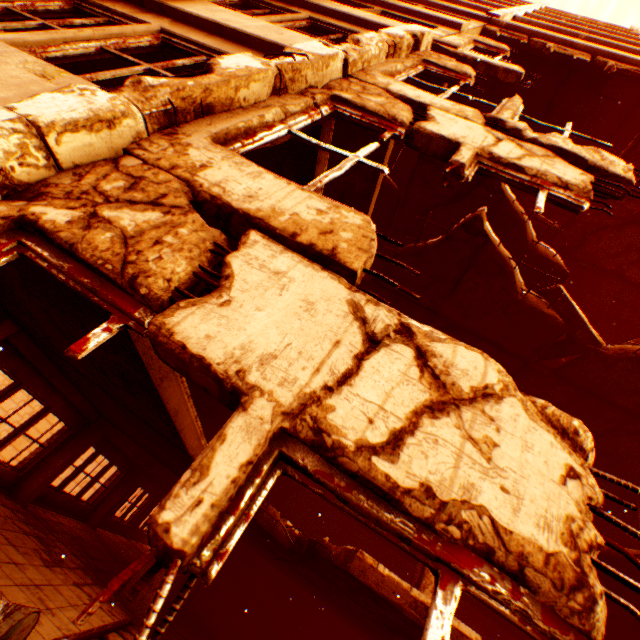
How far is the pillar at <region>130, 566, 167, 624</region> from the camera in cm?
752

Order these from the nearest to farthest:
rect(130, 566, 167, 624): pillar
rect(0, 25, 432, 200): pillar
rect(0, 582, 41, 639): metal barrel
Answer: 1. rect(0, 25, 432, 200): pillar
2. rect(0, 582, 41, 639): metal barrel
3. rect(130, 566, 167, 624): pillar

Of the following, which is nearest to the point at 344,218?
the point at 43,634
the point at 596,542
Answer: the point at 596,542

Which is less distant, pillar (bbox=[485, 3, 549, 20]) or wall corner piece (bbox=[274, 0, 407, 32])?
wall corner piece (bbox=[274, 0, 407, 32])

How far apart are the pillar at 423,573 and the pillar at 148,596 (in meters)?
4.99

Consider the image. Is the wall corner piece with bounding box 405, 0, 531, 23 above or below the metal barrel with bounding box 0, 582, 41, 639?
above

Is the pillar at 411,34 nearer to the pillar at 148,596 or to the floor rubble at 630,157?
the floor rubble at 630,157

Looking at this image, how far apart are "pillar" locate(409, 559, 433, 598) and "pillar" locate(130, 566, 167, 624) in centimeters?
499cm
